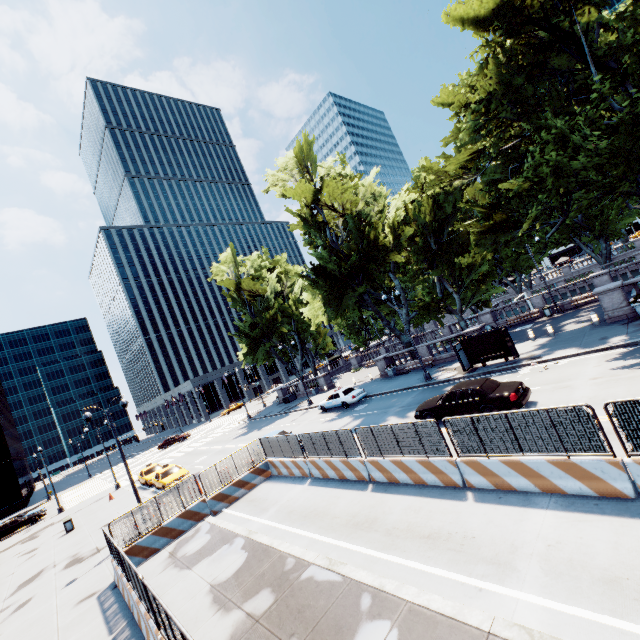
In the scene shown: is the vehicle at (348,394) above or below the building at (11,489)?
below

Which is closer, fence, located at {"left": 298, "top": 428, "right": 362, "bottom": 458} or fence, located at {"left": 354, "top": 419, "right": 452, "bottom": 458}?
fence, located at {"left": 354, "top": 419, "right": 452, "bottom": 458}

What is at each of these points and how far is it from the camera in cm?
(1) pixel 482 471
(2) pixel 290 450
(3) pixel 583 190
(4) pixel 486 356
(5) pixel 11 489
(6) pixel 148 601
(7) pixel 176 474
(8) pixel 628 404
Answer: (1) concrete barrier, 949
(2) fence, 1688
(3) tree, 1744
(4) bus stop, 2164
(5) building, 5112
(6) fence, 770
(7) vehicle, 2464
(8) fence, 689

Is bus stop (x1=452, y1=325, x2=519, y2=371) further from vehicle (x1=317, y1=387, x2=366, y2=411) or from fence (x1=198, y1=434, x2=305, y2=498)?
fence (x1=198, y1=434, x2=305, y2=498)

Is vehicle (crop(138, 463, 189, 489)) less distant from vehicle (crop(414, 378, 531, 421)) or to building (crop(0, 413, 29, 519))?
vehicle (crop(414, 378, 531, 421))

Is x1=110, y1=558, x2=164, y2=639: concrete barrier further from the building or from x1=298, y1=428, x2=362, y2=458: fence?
the building

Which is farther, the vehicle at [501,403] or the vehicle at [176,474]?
the vehicle at [176,474]

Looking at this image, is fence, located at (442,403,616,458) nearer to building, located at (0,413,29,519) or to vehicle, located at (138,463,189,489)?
vehicle, located at (138,463,189,489)
